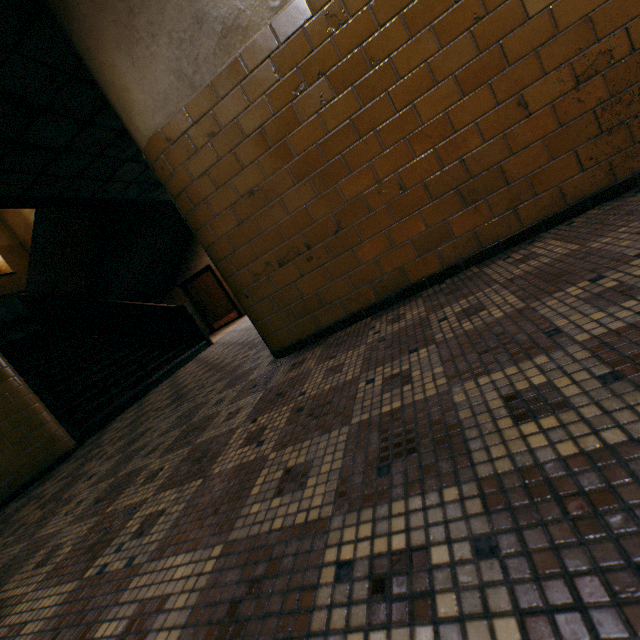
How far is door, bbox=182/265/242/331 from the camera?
11.9m

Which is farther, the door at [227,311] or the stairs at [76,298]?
the door at [227,311]

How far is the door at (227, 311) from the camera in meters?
11.9 m

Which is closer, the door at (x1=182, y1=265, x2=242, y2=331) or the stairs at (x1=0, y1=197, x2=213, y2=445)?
the stairs at (x1=0, y1=197, x2=213, y2=445)

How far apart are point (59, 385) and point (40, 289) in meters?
4.2
